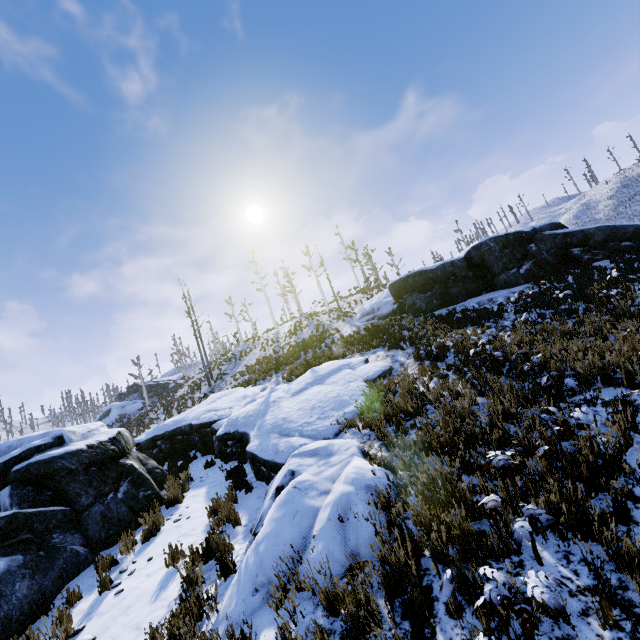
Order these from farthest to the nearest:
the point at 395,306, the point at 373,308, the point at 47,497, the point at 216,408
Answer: the point at 373,308 → the point at 395,306 → the point at 216,408 → the point at 47,497

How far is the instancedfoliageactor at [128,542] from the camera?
6.6m

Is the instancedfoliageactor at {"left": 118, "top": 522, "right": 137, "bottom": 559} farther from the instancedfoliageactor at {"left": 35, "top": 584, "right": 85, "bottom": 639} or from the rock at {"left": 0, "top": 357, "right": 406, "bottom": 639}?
the instancedfoliageactor at {"left": 35, "top": 584, "right": 85, "bottom": 639}

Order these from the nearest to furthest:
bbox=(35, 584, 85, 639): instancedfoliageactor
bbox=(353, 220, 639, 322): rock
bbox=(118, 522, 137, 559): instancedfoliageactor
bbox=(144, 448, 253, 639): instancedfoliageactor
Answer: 1. bbox=(144, 448, 253, 639): instancedfoliageactor
2. bbox=(35, 584, 85, 639): instancedfoliageactor
3. bbox=(118, 522, 137, 559): instancedfoliageactor
4. bbox=(353, 220, 639, 322): rock

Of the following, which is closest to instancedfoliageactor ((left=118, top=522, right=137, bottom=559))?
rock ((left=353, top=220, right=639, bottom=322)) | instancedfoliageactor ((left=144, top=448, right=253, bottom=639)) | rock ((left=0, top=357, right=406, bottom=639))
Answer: rock ((left=0, top=357, right=406, bottom=639))

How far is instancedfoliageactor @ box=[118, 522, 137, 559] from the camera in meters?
6.6 m

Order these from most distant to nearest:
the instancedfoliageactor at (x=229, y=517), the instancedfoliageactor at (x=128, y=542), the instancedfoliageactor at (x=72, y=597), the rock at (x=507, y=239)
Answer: the rock at (x=507, y=239), the instancedfoliageactor at (x=128, y=542), the instancedfoliageactor at (x=72, y=597), the instancedfoliageactor at (x=229, y=517)

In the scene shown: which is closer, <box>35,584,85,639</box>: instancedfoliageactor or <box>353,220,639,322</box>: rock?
<box>35,584,85,639</box>: instancedfoliageactor
